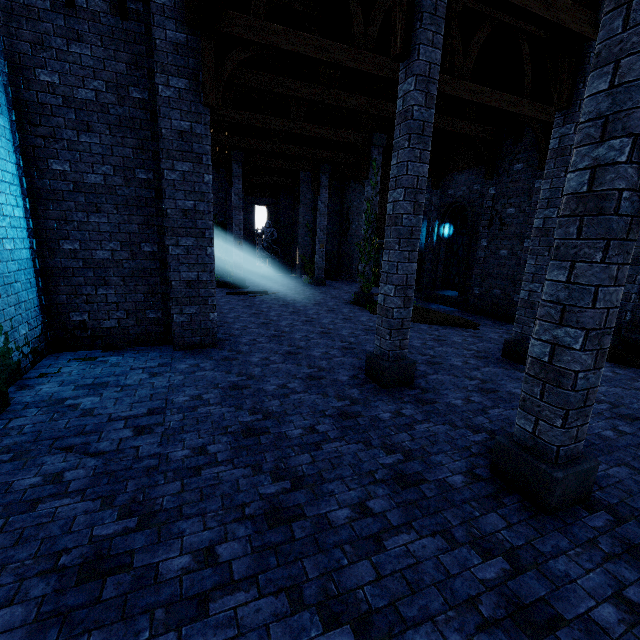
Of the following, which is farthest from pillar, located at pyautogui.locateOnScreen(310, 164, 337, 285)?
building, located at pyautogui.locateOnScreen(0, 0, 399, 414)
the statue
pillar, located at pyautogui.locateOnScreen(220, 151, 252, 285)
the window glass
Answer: the window glass

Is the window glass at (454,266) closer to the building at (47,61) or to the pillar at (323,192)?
the building at (47,61)

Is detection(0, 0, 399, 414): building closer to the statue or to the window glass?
the window glass

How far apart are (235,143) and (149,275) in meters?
9.4 m

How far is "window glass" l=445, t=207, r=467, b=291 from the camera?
14.30m

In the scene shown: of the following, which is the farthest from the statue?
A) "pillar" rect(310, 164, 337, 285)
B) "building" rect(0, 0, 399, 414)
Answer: "pillar" rect(310, 164, 337, 285)

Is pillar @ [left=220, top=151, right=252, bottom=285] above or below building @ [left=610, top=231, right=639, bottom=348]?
above

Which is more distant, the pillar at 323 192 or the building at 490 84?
the pillar at 323 192
